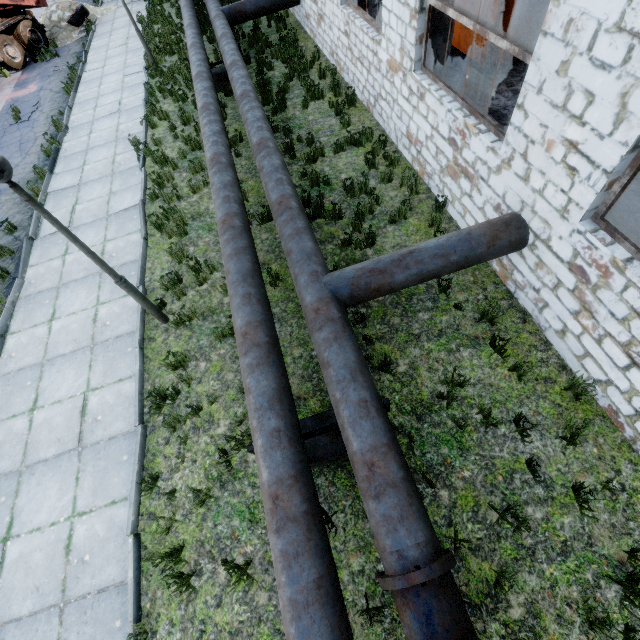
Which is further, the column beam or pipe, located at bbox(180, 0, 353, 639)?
the column beam

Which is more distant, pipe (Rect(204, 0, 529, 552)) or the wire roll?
the wire roll

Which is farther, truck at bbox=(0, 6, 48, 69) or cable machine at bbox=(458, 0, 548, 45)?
truck at bbox=(0, 6, 48, 69)

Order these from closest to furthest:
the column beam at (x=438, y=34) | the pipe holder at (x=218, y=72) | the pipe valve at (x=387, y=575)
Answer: the pipe valve at (x=387, y=575) < the column beam at (x=438, y=34) < the pipe holder at (x=218, y=72)

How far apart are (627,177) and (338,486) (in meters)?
4.82

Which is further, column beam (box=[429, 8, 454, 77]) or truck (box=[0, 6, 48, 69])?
truck (box=[0, 6, 48, 69])

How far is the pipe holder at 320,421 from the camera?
4.1m

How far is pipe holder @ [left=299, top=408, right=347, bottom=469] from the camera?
4.07m
